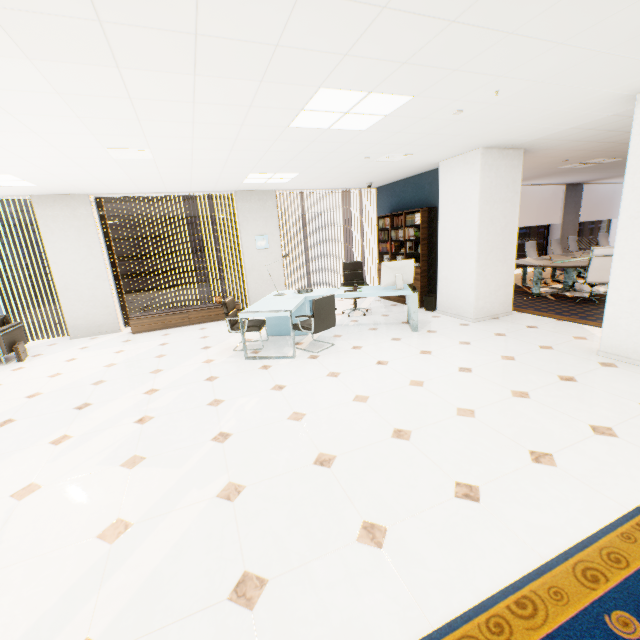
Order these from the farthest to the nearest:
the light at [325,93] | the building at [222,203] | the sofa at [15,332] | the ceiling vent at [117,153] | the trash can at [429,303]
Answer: the building at [222,203], the trash can at [429,303], the sofa at [15,332], the ceiling vent at [117,153], the light at [325,93]

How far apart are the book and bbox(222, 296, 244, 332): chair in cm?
363

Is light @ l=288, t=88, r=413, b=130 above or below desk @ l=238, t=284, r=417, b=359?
above

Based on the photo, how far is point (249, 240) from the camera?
8.07m

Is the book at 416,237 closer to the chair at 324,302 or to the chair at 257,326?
the chair at 324,302

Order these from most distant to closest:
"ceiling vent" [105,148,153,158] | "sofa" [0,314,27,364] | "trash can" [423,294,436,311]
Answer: "trash can" [423,294,436,311], "sofa" [0,314,27,364], "ceiling vent" [105,148,153,158]

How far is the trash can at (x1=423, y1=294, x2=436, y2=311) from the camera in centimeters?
700cm

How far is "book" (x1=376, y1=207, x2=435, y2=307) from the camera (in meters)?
7.03
